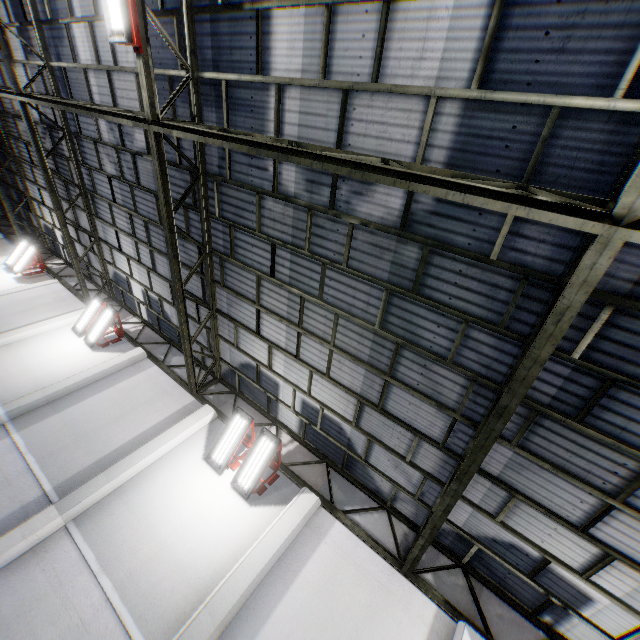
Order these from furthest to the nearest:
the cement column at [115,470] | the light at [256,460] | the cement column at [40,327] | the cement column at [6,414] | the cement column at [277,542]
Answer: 1. the cement column at [40,327]
2. the cement column at [6,414]
3. the light at [256,460]
4. the cement column at [115,470]
5. the cement column at [277,542]

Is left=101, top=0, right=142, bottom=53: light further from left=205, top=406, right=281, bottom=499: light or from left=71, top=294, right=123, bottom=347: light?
left=71, top=294, right=123, bottom=347: light

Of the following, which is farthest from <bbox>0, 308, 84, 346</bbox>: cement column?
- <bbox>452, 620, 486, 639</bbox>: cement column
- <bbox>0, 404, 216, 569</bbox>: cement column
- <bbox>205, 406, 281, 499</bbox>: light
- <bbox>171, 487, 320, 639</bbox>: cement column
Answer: <bbox>452, 620, 486, 639</bbox>: cement column

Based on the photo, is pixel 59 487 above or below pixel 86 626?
above

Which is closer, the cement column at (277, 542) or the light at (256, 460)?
the cement column at (277, 542)

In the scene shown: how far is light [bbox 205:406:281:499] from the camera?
7.9m

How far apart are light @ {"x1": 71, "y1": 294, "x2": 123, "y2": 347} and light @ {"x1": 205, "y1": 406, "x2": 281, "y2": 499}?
7.4m

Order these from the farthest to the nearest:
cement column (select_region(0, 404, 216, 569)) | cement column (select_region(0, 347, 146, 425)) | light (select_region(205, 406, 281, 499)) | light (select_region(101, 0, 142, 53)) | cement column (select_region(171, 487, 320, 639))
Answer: cement column (select_region(0, 347, 146, 425))
light (select_region(205, 406, 281, 499))
cement column (select_region(0, 404, 216, 569))
cement column (select_region(171, 487, 320, 639))
light (select_region(101, 0, 142, 53))
